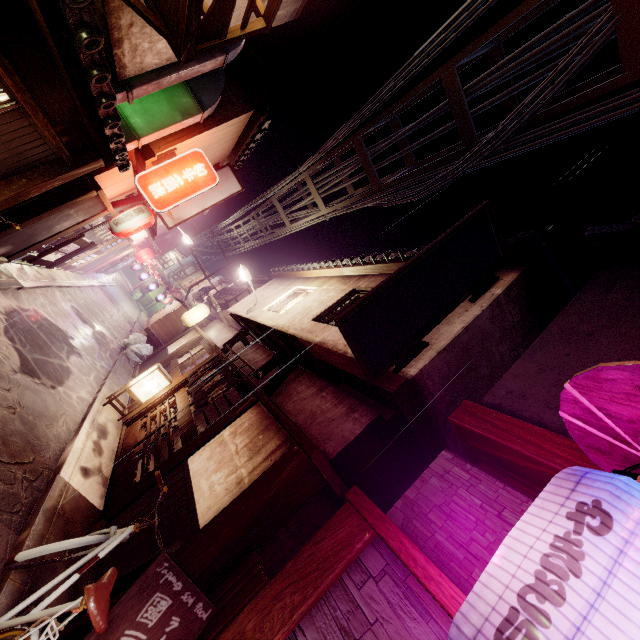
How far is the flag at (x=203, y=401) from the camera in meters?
11.3

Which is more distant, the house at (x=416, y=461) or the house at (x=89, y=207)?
the house at (x=89, y=207)

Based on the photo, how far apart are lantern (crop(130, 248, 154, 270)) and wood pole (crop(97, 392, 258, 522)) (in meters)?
33.06

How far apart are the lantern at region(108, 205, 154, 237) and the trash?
10.6m

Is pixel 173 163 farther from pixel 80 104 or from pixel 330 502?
pixel 330 502

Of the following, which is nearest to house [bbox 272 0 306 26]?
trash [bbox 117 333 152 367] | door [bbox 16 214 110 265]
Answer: door [bbox 16 214 110 265]

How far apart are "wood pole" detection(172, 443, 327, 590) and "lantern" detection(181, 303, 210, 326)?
18.6 meters

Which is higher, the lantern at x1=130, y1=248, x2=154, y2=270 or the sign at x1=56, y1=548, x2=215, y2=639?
the lantern at x1=130, y1=248, x2=154, y2=270
